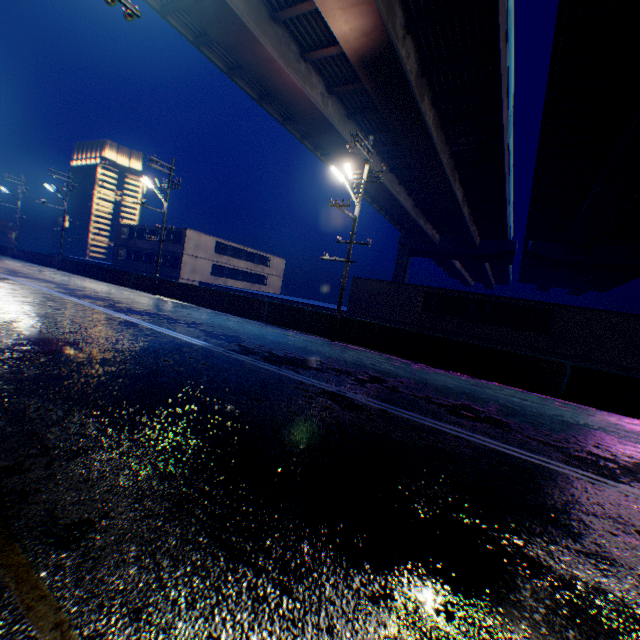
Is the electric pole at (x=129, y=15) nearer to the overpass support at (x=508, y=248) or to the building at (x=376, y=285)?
the building at (x=376, y=285)

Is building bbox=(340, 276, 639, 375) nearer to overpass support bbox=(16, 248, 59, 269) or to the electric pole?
overpass support bbox=(16, 248, 59, 269)

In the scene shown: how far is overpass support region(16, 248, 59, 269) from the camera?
33.0m

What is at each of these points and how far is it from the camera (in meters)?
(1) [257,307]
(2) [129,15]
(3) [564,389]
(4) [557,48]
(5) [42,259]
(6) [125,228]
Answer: (1) overpass support, 18.75
(2) electric pole, 5.19
(3) overpass support, 11.32
(4) overpass support, 14.76
(5) overpass support, 34.62
(6) building, 45.75

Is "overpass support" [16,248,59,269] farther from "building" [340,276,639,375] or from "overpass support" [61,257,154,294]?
"building" [340,276,639,375]

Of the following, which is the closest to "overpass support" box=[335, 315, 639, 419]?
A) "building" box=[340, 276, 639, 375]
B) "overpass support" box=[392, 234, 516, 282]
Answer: "overpass support" box=[392, 234, 516, 282]

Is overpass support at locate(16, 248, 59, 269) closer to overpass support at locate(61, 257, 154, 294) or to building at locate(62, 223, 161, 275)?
overpass support at locate(61, 257, 154, 294)

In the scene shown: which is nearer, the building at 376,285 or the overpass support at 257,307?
the overpass support at 257,307
